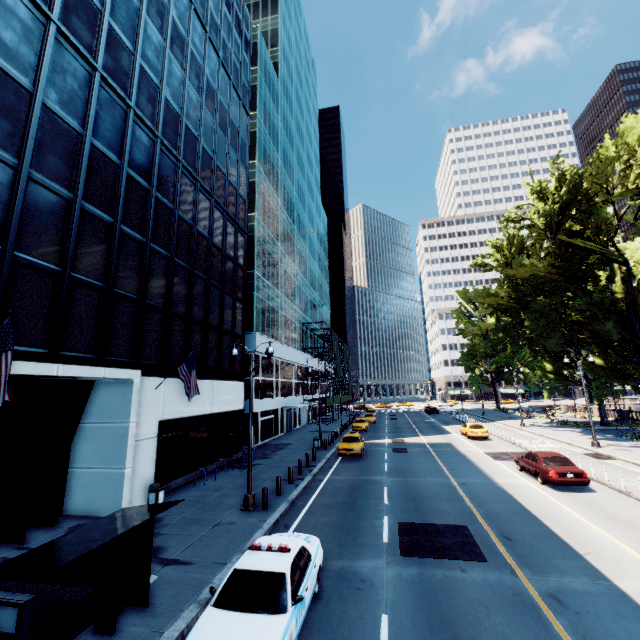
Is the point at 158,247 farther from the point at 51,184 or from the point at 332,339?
the point at 332,339

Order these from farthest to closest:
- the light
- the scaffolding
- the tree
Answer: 1. the scaffolding
2. the tree
3. the light

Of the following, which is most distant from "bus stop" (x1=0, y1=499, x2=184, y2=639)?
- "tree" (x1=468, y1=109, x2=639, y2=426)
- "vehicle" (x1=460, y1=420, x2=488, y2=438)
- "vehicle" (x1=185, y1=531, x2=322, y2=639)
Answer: "vehicle" (x1=460, y1=420, x2=488, y2=438)

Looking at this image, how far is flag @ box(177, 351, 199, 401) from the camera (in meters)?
15.95

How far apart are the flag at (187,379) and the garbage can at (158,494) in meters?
3.8 m

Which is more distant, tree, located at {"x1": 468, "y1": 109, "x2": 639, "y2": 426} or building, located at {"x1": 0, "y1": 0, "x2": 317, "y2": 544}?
tree, located at {"x1": 468, "y1": 109, "x2": 639, "y2": 426}

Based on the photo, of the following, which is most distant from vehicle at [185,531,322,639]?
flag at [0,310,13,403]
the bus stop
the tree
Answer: the tree

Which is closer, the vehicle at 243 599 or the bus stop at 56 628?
the bus stop at 56 628
